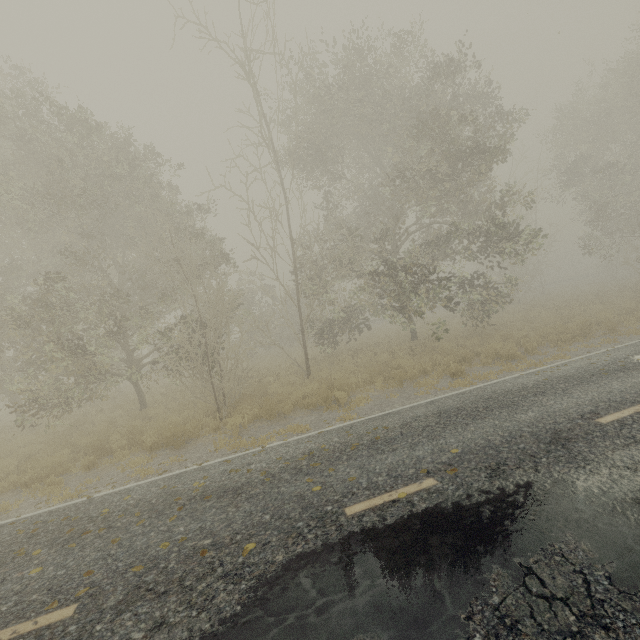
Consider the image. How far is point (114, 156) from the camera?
13.1m
